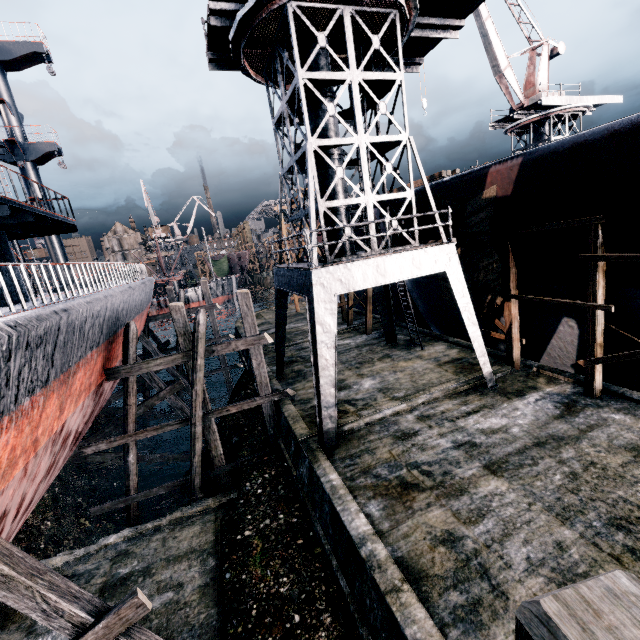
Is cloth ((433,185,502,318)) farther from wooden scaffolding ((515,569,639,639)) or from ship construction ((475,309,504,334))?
wooden scaffolding ((515,569,639,639))

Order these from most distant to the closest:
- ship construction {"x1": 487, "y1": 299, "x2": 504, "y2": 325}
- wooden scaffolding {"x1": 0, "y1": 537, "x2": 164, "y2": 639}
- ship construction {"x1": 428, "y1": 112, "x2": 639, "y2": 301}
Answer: ship construction {"x1": 487, "y1": 299, "x2": 504, "y2": 325} < ship construction {"x1": 428, "y1": 112, "x2": 639, "y2": 301} < wooden scaffolding {"x1": 0, "y1": 537, "x2": 164, "y2": 639}

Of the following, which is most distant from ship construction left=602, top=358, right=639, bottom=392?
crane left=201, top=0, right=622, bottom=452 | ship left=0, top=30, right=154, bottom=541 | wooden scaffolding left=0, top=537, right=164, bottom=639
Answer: wooden scaffolding left=0, top=537, right=164, bottom=639

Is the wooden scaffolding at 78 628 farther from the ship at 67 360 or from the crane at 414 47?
the crane at 414 47

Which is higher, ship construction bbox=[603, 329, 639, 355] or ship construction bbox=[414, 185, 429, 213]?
ship construction bbox=[414, 185, 429, 213]

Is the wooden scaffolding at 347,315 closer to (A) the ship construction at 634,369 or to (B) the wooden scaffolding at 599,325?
(A) the ship construction at 634,369

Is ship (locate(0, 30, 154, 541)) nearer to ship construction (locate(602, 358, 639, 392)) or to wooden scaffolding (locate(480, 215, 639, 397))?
ship construction (locate(602, 358, 639, 392))

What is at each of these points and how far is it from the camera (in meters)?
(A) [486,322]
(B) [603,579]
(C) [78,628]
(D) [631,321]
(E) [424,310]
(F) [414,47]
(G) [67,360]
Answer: (A) ship construction, 16.69
(B) wooden scaffolding, 1.20
(C) wooden scaffolding, 6.18
(D) ship construction, 10.80
(E) ship construction, 20.97
(F) crane, 15.05
(G) ship, 8.37
